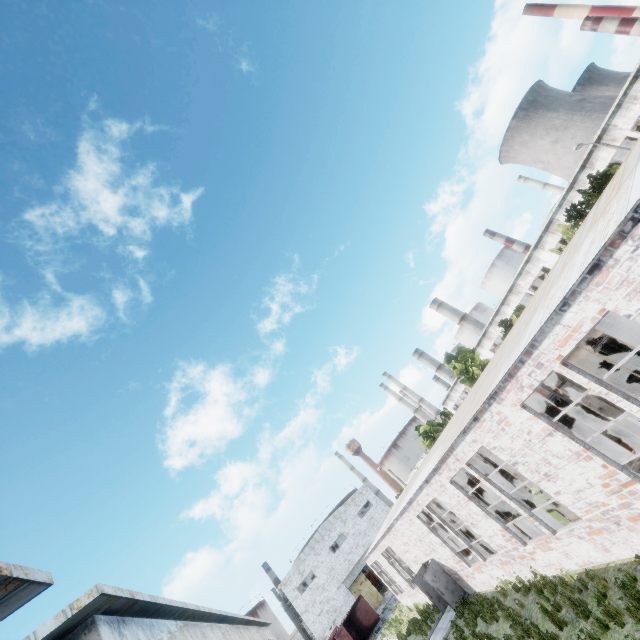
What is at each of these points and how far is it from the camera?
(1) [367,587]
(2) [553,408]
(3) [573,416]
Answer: (1) door, 43.5m
(2) lathe, 20.6m
(3) lathe, 19.8m

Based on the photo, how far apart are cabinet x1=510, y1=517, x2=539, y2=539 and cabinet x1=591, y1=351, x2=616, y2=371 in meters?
10.4 m

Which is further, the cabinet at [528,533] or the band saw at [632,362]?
the band saw at [632,362]

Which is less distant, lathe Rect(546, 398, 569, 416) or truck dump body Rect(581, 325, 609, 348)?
lathe Rect(546, 398, 569, 416)

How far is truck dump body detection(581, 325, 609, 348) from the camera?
28.6 meters

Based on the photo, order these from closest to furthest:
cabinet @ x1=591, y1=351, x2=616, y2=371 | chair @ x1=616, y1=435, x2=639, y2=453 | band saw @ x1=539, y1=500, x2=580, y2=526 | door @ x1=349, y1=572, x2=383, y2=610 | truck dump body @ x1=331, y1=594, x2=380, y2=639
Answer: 1. band saw @ x1=539, y1=500, x2=580, y2=526
2. chair @ x1=616, y1=435, x2=639, y2=453
3. cabinet @ x1=591, y1=351, x2=616, y2=371
4. truck dump body @ x1=331, y1=594, x2=380, y2=639
5. door @ x1=349, y1=572, x2=383, y2=610

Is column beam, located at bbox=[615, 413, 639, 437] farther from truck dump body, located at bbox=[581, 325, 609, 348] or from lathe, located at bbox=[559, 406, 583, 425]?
truck dump body, located at bbox=[581, 325, 609, 348]

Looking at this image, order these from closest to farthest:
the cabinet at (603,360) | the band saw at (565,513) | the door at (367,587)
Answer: the band saw at (565,513) → the cabinet at (603,360) → the door at (367,587)
